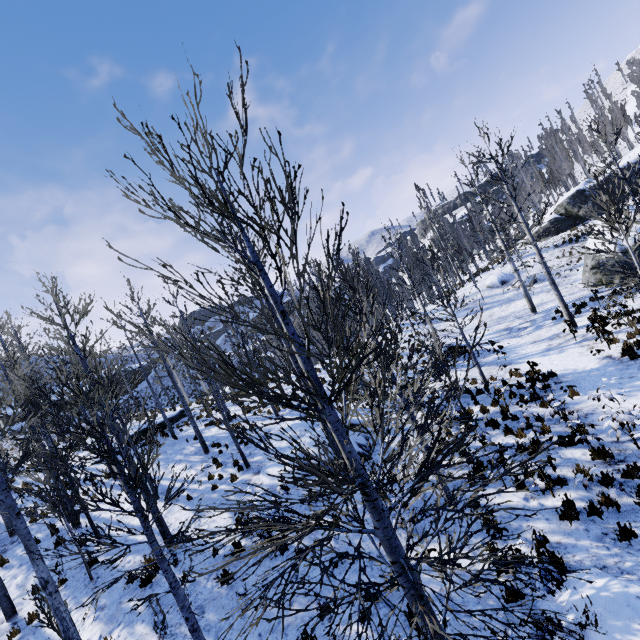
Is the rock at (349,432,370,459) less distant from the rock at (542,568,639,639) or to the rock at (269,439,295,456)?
the rock at (269,439,295,456)

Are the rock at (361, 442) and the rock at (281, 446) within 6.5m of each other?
yes

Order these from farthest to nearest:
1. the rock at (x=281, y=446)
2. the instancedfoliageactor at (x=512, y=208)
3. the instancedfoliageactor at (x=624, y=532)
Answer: the rock at (x=281, y=446), the instancedfoliageactor at (x=624, y=532), the instancedfoliageactor at (x=512, y=208)

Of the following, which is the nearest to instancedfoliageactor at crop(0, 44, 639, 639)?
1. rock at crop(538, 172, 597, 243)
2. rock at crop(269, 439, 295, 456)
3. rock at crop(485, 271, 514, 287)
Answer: rock at crop(538, 172, 597, 243)

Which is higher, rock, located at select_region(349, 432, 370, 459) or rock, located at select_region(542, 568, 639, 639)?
A: rock, located at select_region(349, 432, 370, 459)

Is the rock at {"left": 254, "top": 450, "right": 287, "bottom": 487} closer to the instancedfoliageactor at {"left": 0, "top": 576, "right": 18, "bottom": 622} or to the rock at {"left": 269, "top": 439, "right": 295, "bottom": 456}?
the rock at {"left": 269, "top": 439, "right": 295, "bottom": 456}

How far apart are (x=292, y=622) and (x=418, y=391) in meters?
5.8 m

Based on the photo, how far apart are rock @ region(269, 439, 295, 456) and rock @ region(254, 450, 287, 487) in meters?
1.2
